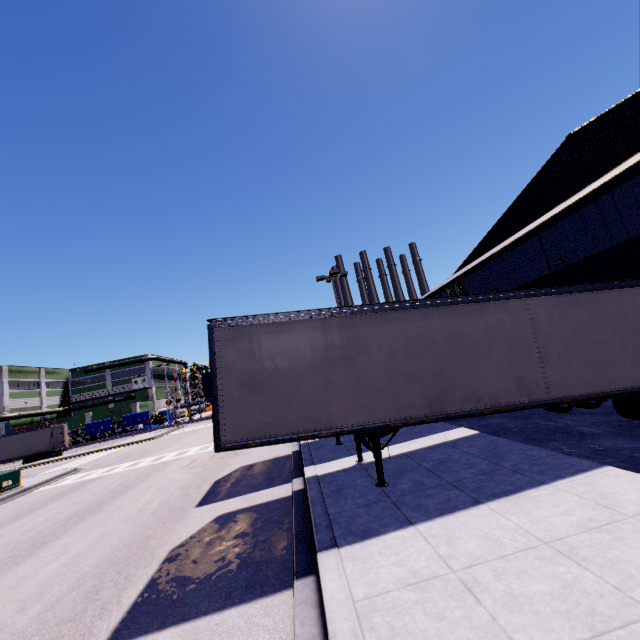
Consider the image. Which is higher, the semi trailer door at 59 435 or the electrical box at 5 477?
the semi trailer door at 59 435

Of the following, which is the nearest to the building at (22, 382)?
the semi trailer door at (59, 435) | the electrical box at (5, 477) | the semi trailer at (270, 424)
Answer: the semi trailer at (270, 424)

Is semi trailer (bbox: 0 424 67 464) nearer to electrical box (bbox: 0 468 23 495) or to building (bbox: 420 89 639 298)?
building (bbox: 420 89 639 298)

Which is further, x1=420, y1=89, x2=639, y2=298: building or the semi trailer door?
the semi trailer door

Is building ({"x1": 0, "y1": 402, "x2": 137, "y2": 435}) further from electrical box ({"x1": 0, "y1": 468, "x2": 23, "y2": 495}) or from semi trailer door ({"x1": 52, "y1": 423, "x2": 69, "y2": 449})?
semi trailer door ({"x1": 52, "y1": 423, "x2": 69, "y2": 449})

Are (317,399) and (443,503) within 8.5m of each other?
yes

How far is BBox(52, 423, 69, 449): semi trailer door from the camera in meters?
36.6 m
